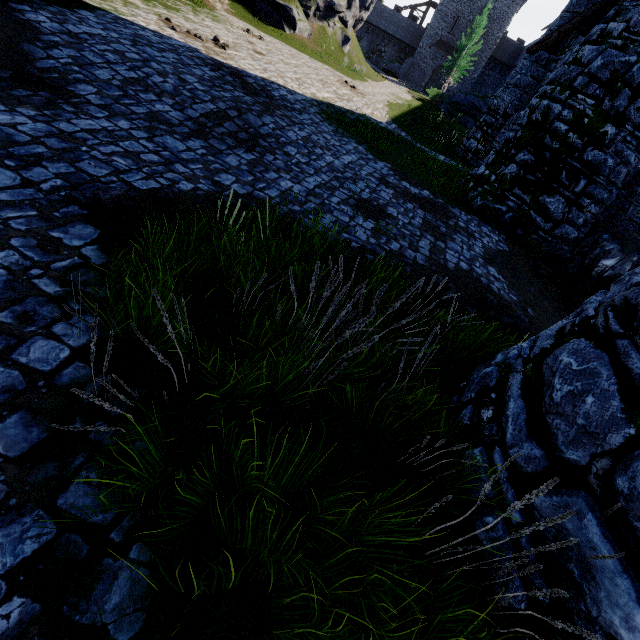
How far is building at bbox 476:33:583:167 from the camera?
12.66m

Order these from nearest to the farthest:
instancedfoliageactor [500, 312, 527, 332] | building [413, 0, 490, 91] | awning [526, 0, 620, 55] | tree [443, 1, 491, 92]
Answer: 1. instancedfoliageactor [500, 312, 527, 332]
2. awning [526, 0, 620, 55]
3. tree [443, 1, 491, 92]
4. building [413, 0, 490, 91]

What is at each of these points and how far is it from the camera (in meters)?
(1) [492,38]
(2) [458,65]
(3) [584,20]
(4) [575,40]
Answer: (1) building, 45.06
(2) tree, 41.88
(3) awning, 9.79
(4) building, 12.65

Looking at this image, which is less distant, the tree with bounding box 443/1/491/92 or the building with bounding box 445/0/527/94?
the tree with bounding box 443/1/491/92

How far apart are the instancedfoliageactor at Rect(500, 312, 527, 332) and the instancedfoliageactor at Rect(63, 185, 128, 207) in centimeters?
640cm

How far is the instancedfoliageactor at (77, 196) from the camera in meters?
3.5 m

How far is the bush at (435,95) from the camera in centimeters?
3947cm
